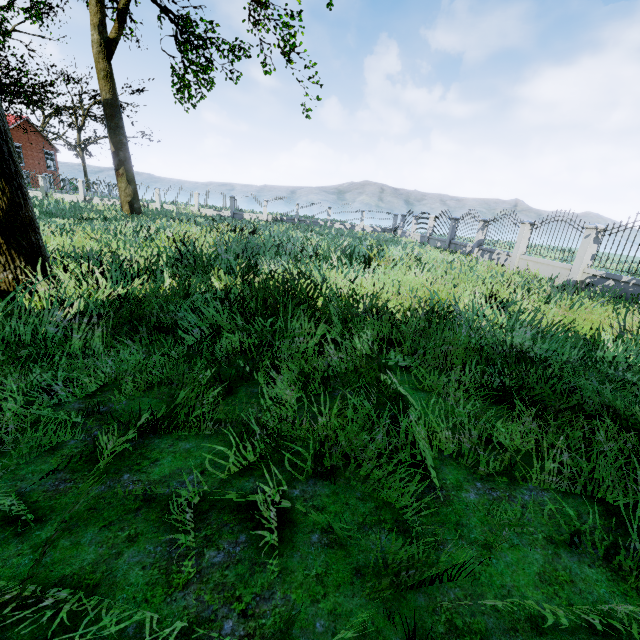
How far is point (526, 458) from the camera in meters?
2.8

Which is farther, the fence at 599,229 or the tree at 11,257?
the fence at 599,229

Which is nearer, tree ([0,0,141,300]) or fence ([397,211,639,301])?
tree ([0,0,141,300])
